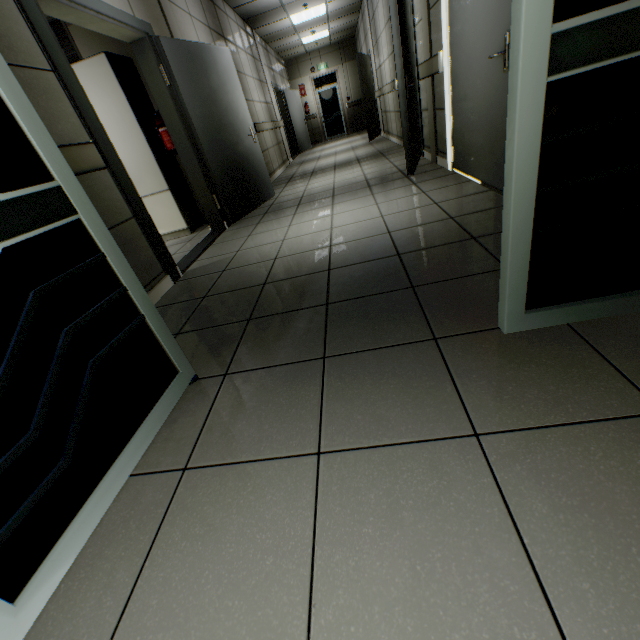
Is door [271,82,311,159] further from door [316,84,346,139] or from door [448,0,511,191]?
door [448,0,511,191]

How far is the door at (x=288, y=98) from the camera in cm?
1110

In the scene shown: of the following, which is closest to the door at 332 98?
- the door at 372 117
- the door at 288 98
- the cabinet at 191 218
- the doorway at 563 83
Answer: the door at 288 98

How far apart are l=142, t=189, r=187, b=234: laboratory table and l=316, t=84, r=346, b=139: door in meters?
12.9 m

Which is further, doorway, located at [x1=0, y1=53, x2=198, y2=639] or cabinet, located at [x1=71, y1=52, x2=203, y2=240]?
cabinet, located at [x1=71, y1=52, x2=203, y2=240]

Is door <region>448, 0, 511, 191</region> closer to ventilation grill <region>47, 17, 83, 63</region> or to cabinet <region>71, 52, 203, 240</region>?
cabinet <region>71, 52, 203, 240</region>

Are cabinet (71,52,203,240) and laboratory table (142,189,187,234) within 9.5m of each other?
yes

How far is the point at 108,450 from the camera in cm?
113
